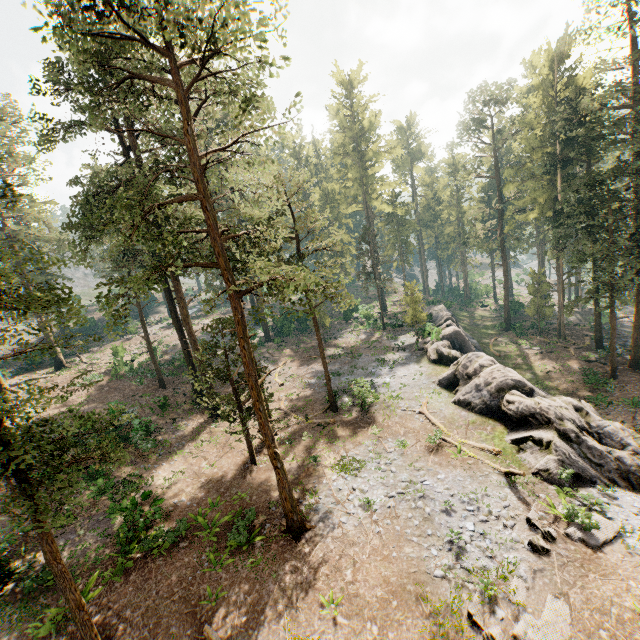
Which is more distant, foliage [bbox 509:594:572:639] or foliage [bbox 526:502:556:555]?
foliage [bbox 526:502:556:555]

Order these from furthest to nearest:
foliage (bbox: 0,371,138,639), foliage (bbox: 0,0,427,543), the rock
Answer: the rock, foliage (bbox: 0,0,427,543), foliage (bbox: 0,371,138,639)

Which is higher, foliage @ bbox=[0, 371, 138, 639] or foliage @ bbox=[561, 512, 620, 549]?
foliage @ bbox=[0, 371, 138, 639]

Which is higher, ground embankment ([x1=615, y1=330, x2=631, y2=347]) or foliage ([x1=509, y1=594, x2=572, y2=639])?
foliage ([x1=509, y1=594, x2=572, y2=639])

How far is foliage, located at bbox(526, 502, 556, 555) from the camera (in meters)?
12.24

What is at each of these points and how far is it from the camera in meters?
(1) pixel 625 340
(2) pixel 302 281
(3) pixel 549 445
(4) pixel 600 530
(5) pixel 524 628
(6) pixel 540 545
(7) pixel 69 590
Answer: (1) ground embankment, 39.0 m
(2) foliage, 10.6 m
(3) rock, 16.9 m
(4) foliage, 12.8 m
(5) foliage, 10.0 m
(6) foliage, 12.3 m
(7) foliage, 10.5 m

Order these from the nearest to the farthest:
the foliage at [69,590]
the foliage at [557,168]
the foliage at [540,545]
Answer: the foliage at [69,590] < the foliage at [540,545] < the foliage at [557,168]

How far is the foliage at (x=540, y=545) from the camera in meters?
12.2
